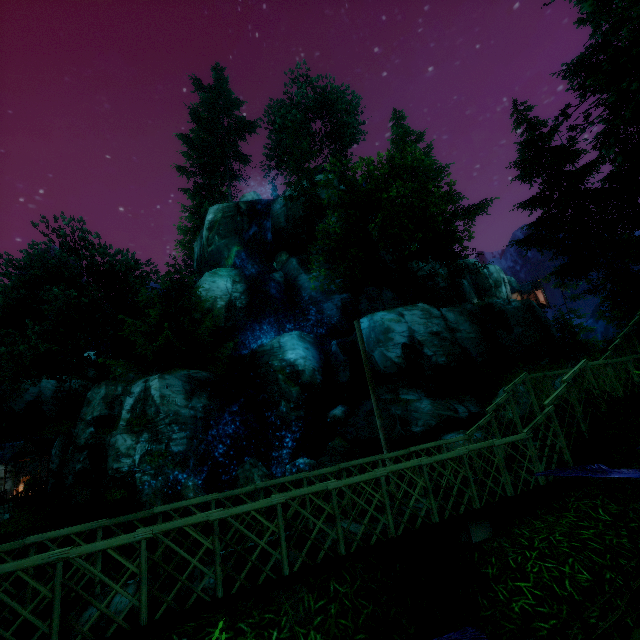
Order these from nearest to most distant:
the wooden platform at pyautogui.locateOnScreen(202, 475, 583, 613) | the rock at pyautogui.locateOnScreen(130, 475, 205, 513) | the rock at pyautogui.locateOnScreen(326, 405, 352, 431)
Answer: the wooden platform at pyautogui.locateOnScreen(202, 475, 583, 613) < the rock at pyautogui.locateOnScreen(130, 475, 205, 513) < the rock at pyautogui.locateOnScreen(326, 405, 352, 431)

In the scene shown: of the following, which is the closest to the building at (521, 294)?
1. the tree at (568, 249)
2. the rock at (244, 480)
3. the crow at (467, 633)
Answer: the tree at (568, 249)

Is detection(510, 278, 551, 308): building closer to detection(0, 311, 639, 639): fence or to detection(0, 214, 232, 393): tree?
detection(0, 214, 232, 393): tree

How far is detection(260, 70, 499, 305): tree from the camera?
23.2m

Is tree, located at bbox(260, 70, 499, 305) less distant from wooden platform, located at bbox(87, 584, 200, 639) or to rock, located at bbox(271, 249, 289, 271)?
rock, located at bbox(271, 249, 289, 271)

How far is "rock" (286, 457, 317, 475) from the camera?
16.5m

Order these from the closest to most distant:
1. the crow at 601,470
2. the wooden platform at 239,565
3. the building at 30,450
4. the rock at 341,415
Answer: the crow at 601,470 → the wooden platform at 239,565 → the rock at 341,415 → the building at 30,450

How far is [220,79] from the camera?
44.50m
